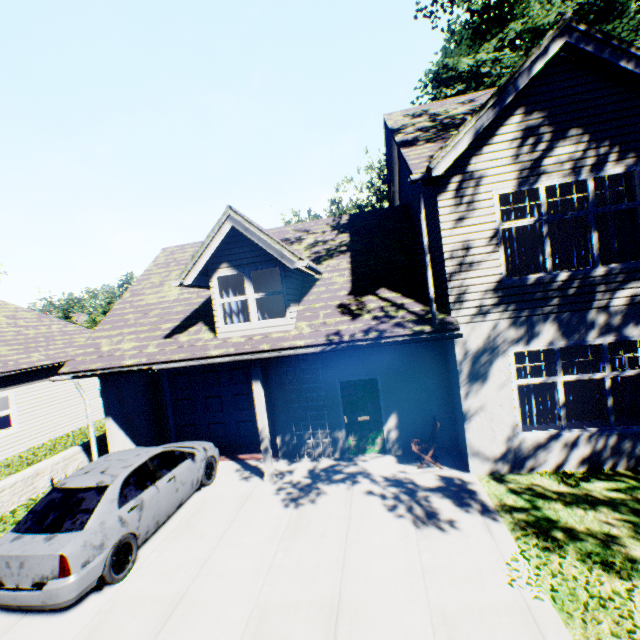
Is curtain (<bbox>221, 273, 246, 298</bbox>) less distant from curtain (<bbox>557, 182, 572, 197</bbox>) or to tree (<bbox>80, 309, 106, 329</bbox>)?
curtain (<bbox>557, 182, 572, 197</bbox>)

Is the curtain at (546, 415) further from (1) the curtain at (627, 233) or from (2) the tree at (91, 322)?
(2) the tree at (91, 322)

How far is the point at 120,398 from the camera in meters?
10.0 m

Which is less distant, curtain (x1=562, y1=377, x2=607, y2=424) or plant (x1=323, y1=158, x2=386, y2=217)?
curtain (x1=562, y1=377, x2=607, y2=424)

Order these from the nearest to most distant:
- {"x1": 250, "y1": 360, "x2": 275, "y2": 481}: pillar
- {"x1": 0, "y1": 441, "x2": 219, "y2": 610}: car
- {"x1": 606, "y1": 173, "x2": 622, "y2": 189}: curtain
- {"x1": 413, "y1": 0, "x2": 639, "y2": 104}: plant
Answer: {"x1": 0, "y1": 441, "x2": 219, "y2": 610}: car
{"x1": 606, "y1": 173, "x2": 622, "y2": 189}: curtain
{"x1": 250, "y1": 360, "x2": 275, "y2": 481}: pillar
{"x1": 413, "y1": 0, "x2": 639, "y2": 104}: plant

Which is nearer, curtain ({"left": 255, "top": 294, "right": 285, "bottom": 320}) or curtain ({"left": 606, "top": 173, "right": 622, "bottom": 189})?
curtain ({"left": 606, "top": 173, "right": 622, "bottom": 189})

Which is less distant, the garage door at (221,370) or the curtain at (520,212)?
the curtain at (520,212)
